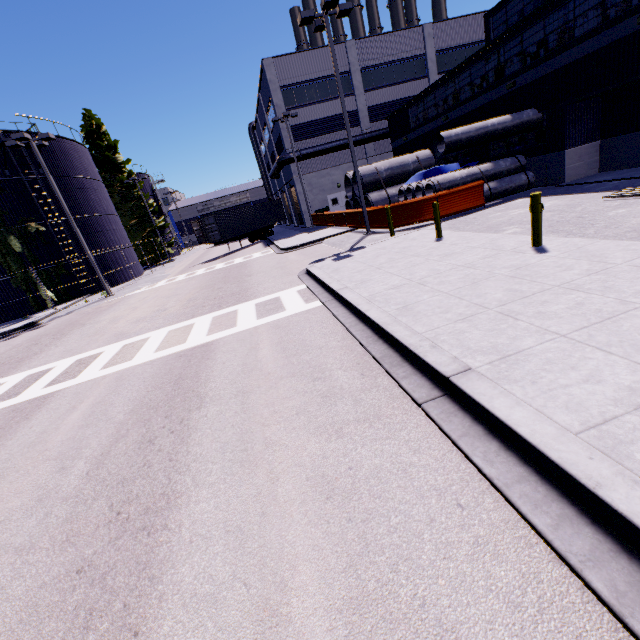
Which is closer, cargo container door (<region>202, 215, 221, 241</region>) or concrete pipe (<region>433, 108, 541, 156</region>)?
concrete pipe (<region>433, 108, 541, 156</region>)

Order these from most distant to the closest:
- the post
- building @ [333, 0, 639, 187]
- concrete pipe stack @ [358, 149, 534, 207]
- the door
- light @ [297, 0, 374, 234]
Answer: the door, concrete pipe stack @ [358, 149, 534, 207], light @ [297, 0, 374, 234], building @ [333, 0, 639, 187], the post

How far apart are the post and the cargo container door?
25.9 meters

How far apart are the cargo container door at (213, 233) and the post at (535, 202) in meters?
25.9

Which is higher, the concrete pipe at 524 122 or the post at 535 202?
the concrete pipe at 524 122

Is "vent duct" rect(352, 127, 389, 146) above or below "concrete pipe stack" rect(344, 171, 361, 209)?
above

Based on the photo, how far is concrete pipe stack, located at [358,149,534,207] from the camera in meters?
16.9 m

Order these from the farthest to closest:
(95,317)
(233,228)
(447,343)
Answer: (233,228)
(95,317)
(447,343)
